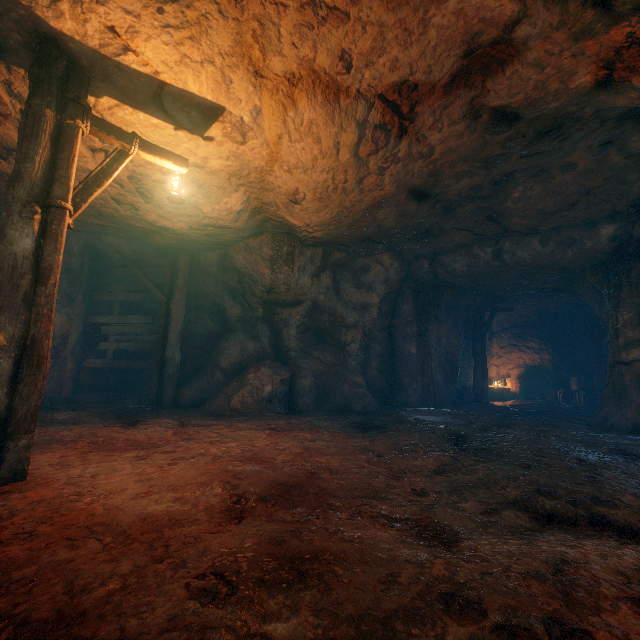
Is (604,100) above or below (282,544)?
above

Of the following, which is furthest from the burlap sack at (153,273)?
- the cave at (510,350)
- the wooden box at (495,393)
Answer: the wooden box at (495,393)

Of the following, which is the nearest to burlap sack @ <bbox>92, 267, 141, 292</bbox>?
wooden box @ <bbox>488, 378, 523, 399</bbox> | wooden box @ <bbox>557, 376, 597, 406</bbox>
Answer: wooden box @ <bbox>557, 376, 597, 406</bbox>

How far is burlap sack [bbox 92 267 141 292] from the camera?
10.65m

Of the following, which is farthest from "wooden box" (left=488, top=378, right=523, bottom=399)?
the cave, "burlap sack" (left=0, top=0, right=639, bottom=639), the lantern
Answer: the lantern

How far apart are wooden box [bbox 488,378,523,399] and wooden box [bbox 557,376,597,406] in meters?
1.6 m

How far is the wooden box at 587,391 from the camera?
13.80m

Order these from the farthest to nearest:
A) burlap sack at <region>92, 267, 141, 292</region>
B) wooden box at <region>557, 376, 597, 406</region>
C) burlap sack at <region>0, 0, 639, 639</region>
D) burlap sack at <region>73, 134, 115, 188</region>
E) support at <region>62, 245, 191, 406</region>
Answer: wooden box at <region>557, 376, 597, 406</region>, burlap sack at <region>92, 267, 141, 292</region>, support at <region>62, 245, 191, 406</region>, burlap sack at <region>73, 134, 115, 188</region>, burlap sack at <region>0, 0, 639, 639</region>
